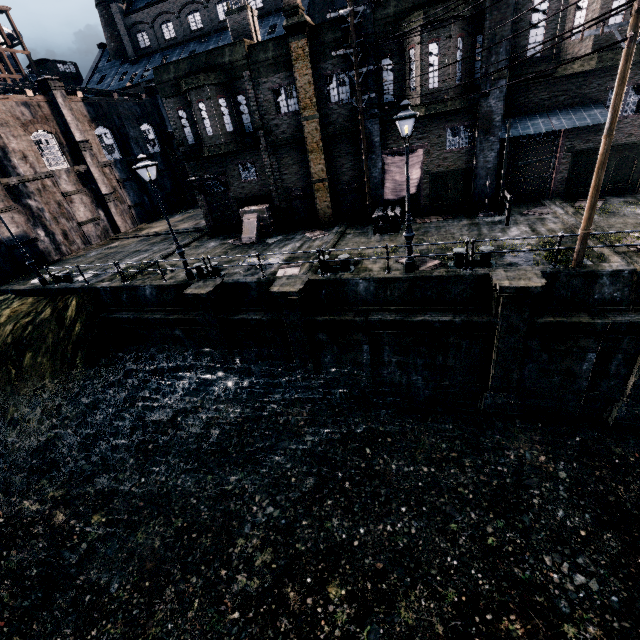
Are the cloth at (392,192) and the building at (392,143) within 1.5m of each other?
yes

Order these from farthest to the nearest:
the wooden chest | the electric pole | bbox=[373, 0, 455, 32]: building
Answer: the wooden chest, bbox=[373, 0, 455, 32]: building, the electric pole

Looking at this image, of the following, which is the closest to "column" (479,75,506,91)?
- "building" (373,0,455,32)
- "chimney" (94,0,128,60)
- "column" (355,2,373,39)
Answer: "building" (373,0,455,32)

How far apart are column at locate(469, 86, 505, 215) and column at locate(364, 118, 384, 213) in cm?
455

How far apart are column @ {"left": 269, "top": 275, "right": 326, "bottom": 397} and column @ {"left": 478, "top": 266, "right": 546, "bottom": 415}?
7.13m

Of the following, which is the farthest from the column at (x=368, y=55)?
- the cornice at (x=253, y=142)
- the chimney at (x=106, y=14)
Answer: the chimney at (x=106, y=14)

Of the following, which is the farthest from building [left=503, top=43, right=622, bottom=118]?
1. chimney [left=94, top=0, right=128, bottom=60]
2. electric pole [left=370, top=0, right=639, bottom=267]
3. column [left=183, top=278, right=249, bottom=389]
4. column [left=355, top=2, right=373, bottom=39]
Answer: column [left=183, top=278, right=249, bottom=389]

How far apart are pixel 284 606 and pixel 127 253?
24.9m
